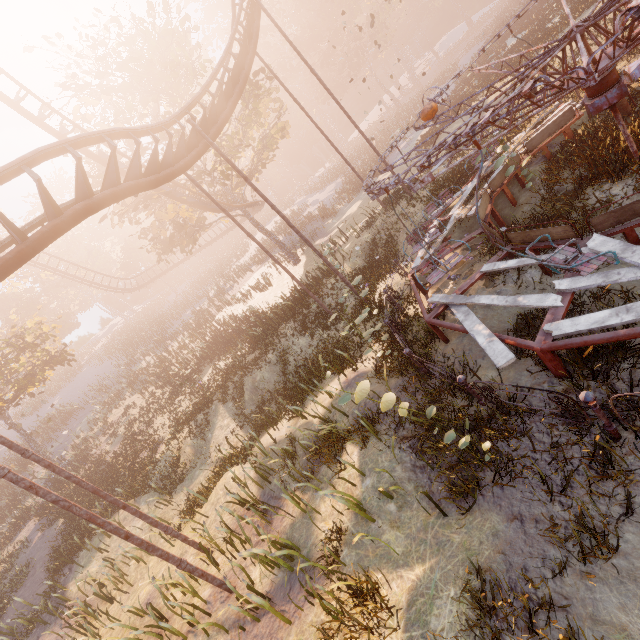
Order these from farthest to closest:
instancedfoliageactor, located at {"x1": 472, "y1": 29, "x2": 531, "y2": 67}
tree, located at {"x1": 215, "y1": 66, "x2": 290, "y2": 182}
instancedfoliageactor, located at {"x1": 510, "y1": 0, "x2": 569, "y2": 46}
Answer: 1. instancedfoliageactor, located at {"x1": 472, "y1": 29, "x2": 531, "y2": 67}
2. tree, located at {"x1": 215, "y1": 66, "x2": 290, "y2": 182}
3. instancedfoliageactor, located at {"x1": 510, "y1": 0, "x2": 569, "y2": 46}

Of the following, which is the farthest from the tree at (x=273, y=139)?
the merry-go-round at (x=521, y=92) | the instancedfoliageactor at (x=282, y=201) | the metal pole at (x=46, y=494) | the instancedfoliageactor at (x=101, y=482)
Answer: the instancedfoliageactor at (x=101, y=482)

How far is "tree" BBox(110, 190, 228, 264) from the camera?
21.4 meters

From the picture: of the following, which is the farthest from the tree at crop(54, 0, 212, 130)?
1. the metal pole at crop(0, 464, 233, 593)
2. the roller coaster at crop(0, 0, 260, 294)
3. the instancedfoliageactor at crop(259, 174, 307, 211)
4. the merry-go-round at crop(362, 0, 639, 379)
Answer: the metal pole at crop(0, 464, 233, 593)

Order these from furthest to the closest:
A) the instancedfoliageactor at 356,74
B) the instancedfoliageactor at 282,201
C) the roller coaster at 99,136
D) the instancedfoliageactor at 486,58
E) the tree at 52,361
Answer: the instancedfoliageactor at 282,201, the instancedfoliageactor at 356,74, the instancedfoliageactor at 486,58, the tree at 52,361, the roller coaster at 99,136

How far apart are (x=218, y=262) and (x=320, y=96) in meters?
34.8

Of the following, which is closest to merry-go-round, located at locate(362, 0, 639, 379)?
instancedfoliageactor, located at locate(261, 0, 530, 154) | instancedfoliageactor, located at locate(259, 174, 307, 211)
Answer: instancedfoliageactor, located at locate(261, 0, 530, 154)
